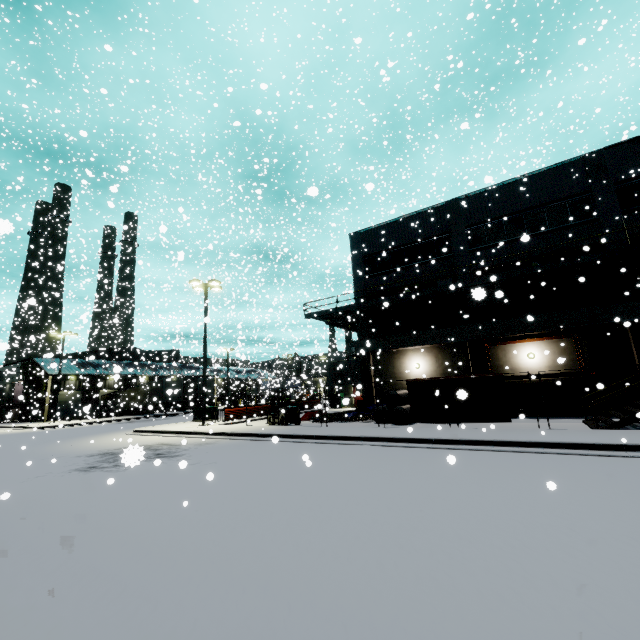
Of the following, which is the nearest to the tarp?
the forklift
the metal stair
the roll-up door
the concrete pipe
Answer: the metal stair

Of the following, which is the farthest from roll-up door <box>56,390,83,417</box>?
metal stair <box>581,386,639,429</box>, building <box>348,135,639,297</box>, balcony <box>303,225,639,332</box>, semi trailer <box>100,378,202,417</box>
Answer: metal stair <box>581,386,639,429</box>

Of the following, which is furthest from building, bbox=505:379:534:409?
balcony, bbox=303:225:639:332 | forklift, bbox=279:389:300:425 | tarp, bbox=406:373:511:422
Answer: forklift, bbox=279:389:300:425

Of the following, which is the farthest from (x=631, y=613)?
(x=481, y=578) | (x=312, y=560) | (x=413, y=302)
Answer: (x=413, y=302)

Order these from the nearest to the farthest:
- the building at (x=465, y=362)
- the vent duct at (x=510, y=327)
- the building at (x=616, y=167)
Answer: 1. the vent duct at (x=510, y=327)
2. the building at (x=616, y=167)
3. the building at (x=465, y=362)

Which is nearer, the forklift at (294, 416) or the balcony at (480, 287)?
the balcony at (480, 287)

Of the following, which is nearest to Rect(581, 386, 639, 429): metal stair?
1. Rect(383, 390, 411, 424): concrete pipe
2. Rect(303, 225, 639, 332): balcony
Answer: Rect(303, 225, 639, 332): balcony

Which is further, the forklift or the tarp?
the forklift
